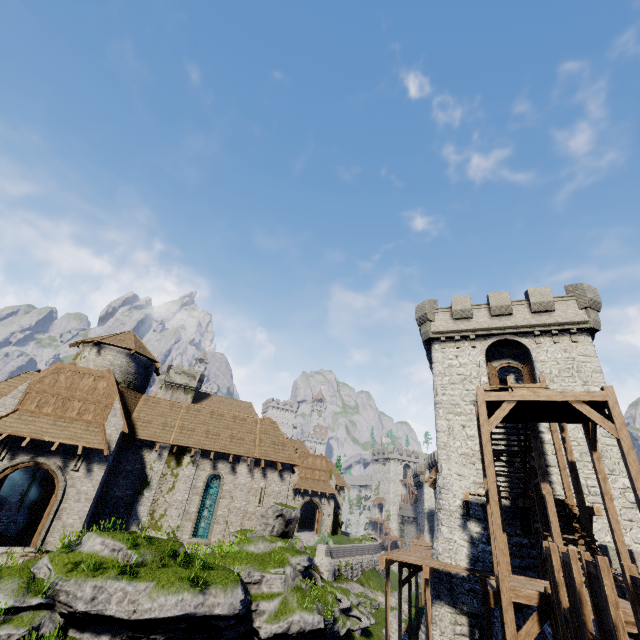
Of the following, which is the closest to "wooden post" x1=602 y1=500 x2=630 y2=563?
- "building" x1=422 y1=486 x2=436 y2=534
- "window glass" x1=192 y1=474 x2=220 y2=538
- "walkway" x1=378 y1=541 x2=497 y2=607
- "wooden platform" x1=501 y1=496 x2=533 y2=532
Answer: "walkway" x1=378 y1=541 x2=497 y2=607

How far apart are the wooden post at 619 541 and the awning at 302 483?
34.4m

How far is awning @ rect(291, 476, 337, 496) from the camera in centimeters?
4067cm

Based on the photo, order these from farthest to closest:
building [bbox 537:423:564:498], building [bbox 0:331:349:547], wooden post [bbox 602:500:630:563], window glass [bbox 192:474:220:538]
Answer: window glass [bbox 192:474:220:538], building [bbox 0:331:349:547], building [bbox 537:423:564:498], wooden post [bbox 602:500:630:563]

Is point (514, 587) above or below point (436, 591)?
above

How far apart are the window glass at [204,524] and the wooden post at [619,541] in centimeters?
2111cm

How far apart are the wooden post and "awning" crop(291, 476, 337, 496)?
34.4m

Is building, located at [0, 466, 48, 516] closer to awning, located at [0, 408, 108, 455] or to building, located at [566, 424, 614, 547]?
awning, located at [0, 408, 108, 455]
